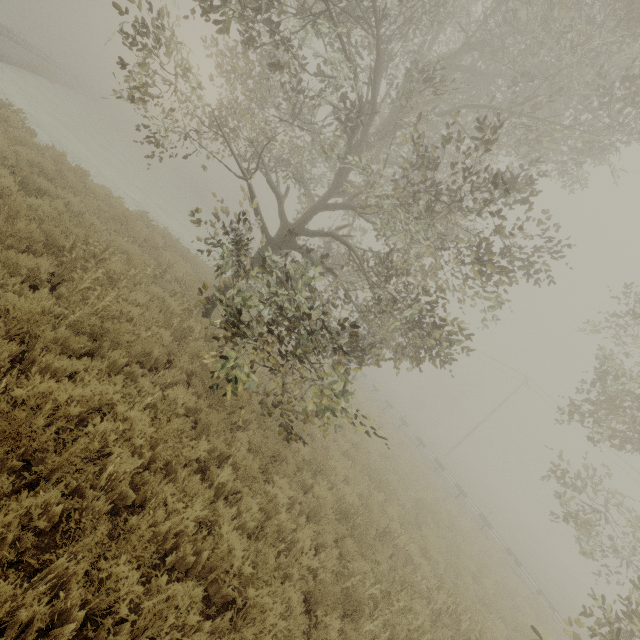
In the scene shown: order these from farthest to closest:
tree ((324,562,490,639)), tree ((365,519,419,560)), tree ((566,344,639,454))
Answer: tree ((566,344,639,454))
tree ((365,519,419,560))
tree ((324,562,490,639))

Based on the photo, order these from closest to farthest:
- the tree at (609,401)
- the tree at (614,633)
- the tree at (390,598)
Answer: the tree at (390,598)
the tree at (614,633)
the tree at (609,401)

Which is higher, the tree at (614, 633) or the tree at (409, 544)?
the tree at (614, 633)

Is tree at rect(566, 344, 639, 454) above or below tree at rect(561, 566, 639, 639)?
above

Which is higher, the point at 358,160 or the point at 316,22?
the point at 316,22

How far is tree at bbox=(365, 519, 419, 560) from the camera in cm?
677

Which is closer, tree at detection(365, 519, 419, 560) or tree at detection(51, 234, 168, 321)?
tree at detection(51, 234, 168, 321)
